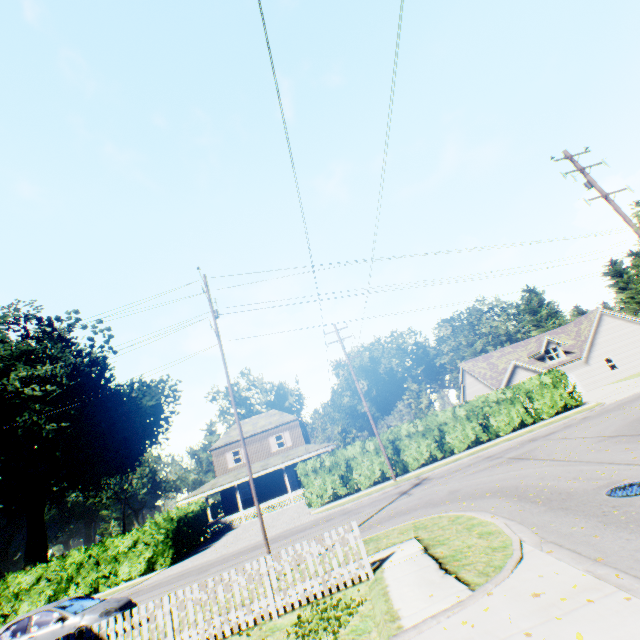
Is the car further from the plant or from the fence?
the plant

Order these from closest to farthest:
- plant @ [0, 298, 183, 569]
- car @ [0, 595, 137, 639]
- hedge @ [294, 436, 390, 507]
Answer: car @ [0, 595, 137, 639] < hedge @ [294, 436, 390, 507] < plant @ [0, 298, 183, 569]

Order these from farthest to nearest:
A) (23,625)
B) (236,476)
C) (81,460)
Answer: (81,460)
(236,476)
(23,625)

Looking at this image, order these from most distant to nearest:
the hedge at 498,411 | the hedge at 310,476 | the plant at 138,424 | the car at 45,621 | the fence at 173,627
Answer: the plant at 138,424 < the hedge at 498,411 < the hedge at 310,476 < the car at 45,621 < the fence at 173,627

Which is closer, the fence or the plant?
the fence

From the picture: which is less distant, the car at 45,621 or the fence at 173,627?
the fence at 173,627

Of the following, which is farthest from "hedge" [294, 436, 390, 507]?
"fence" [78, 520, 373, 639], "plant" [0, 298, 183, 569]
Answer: "plant" [0, 298, 183, 569]
